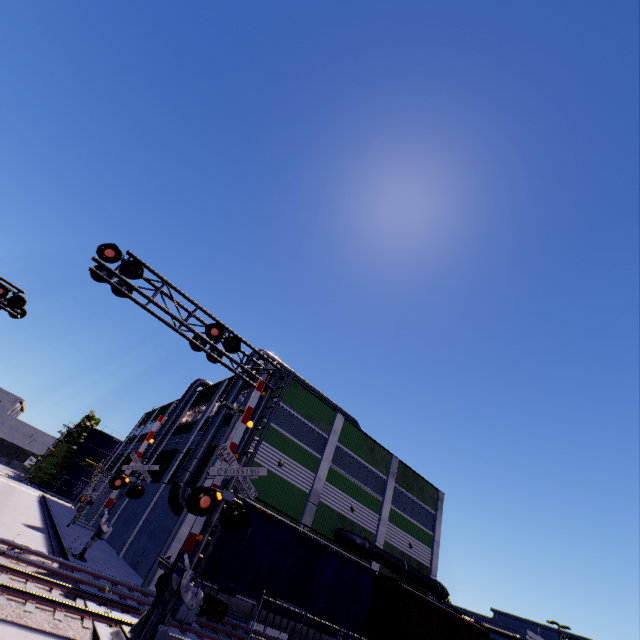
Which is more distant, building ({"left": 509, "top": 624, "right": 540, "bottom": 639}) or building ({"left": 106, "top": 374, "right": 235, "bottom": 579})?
building ({"left": 509, "top": 624, "right": 540, "bottom": 639})

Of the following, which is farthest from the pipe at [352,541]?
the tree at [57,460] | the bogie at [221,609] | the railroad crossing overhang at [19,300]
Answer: the tree at [57,460]

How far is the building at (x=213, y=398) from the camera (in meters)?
20.24

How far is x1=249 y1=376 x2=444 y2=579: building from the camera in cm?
2369

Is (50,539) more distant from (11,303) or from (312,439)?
(312,439)

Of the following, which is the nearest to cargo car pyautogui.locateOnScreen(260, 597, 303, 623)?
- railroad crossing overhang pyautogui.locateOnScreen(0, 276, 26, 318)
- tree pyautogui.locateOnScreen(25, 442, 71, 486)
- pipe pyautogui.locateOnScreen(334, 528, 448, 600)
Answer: pipe pyautogui.locateOnScreen(334, 528, 448, 600)

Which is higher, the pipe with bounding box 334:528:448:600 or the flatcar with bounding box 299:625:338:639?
the pipe with bounding box 334:528:448:600

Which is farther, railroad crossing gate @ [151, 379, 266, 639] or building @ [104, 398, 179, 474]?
building @ [104, 398, 179, 474]
